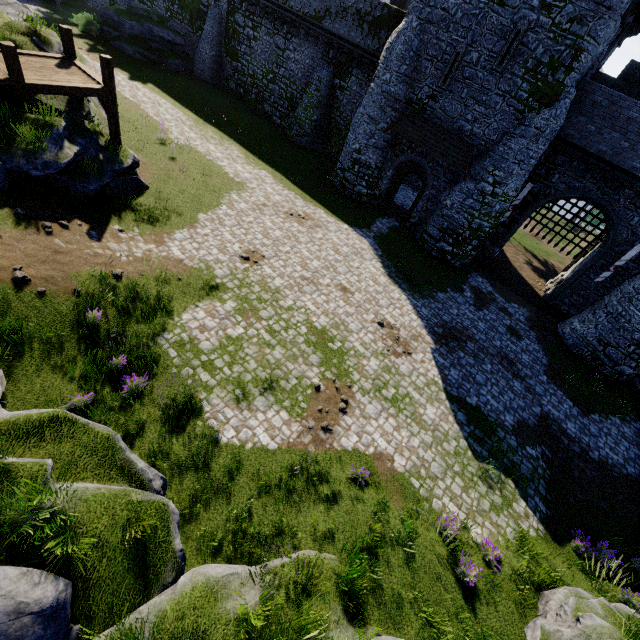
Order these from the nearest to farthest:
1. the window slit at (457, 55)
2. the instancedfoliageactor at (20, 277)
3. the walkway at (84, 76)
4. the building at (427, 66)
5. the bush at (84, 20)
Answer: the instancedfoliageactor at (20, 277) < the walkway at (84, 76) < the building at (427, 66) < the window slit at (457, 55) < the bush at (84, 20)

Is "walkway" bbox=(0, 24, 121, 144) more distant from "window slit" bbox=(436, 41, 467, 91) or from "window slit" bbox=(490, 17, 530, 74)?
"window slit" bbox=(490, 17, 530, 74)

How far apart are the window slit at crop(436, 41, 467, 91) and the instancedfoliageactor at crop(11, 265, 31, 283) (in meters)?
21.82

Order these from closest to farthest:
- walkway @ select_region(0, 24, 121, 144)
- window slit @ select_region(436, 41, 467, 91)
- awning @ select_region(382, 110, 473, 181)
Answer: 1. walkway @ select_region(0, 24, 121, 144)
2. window slit @ select_region(436, 41, 467, 91)
3. awning @ select_region(382, 110, 473, 181)

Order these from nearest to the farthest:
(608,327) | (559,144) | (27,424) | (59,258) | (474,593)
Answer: (27,424)
(474,593)
(59,258)
(608,327)
(559,144)

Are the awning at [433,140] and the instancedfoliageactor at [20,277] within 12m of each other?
no

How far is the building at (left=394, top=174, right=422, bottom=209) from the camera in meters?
26.9 m

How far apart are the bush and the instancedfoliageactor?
33.2 meters
